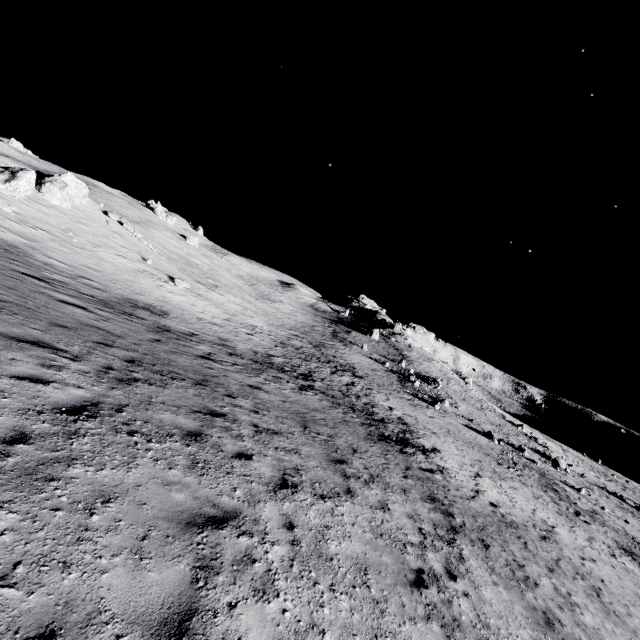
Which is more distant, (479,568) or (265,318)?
(265,318)
